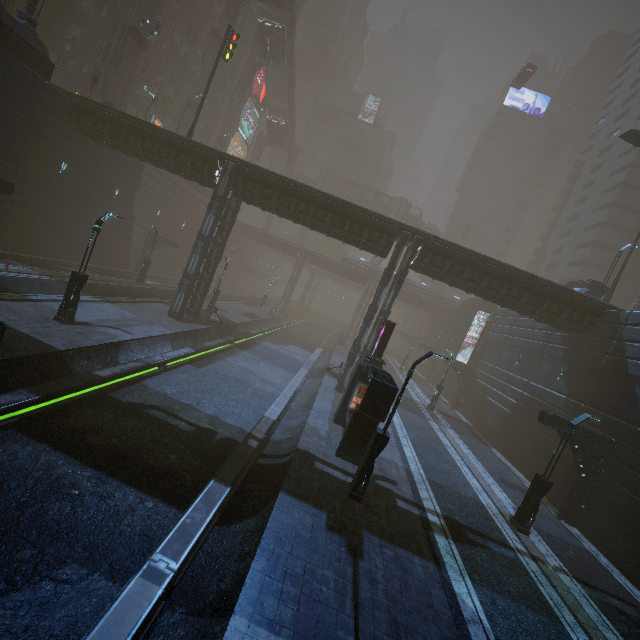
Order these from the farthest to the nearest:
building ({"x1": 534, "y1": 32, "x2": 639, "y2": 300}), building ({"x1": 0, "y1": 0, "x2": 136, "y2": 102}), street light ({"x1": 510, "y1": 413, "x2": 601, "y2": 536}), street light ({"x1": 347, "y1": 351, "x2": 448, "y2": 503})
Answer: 1. building ({"x1": 534, "y1": 32, "x2": 639, "y2": 300})
2. building ({"x1": 0, "y1": 0, "x2": 136, "y2": 102})
3. street light ({"x1": 510, "y1": 413, "x2": 601, "y2": 536})
4. street light ({"x1": 347, "y1": 351, "x2": 448, "y2": 503})

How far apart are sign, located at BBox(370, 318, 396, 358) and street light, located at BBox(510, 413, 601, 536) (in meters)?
8.39

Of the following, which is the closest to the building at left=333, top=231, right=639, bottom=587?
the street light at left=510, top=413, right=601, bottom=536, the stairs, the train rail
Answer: the train rail

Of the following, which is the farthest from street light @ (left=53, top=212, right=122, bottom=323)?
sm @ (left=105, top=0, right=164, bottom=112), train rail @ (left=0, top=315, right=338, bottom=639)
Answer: sm @ (left=105, top=0, right=164, bottom=112)

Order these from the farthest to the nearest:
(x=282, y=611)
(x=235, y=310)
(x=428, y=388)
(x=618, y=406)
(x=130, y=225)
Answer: (x=428, y=388) < (x=235, y=310) < (x=130, y=225) < (x=618, y=406) < (x=282, y=611)

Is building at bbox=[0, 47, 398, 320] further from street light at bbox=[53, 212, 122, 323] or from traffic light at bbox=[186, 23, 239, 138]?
street light at bbox=[53, 212, 122, 323]

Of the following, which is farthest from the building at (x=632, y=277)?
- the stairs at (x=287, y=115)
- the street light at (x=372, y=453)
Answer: the stairs at (x=287, y=115)

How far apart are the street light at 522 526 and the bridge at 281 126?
60.6 meters
